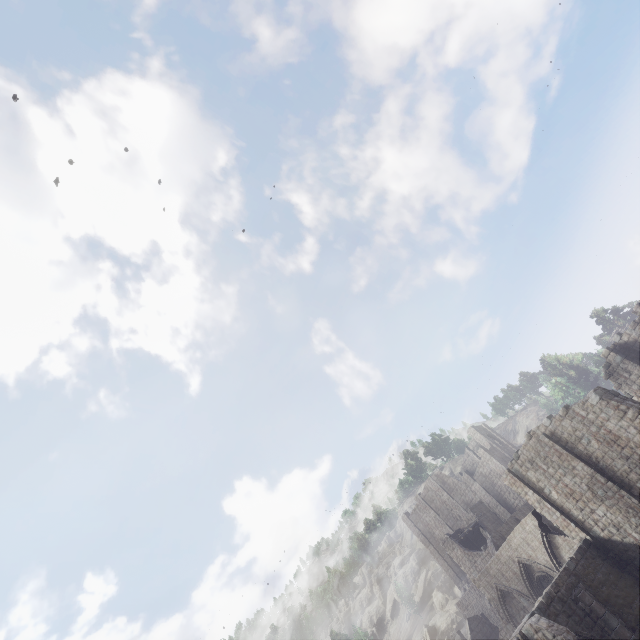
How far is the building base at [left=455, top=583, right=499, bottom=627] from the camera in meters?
42.9

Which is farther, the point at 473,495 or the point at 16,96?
the point at 16,96

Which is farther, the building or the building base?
the building base

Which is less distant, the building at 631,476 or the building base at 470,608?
the building at 631,476

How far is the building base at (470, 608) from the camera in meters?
42.9
